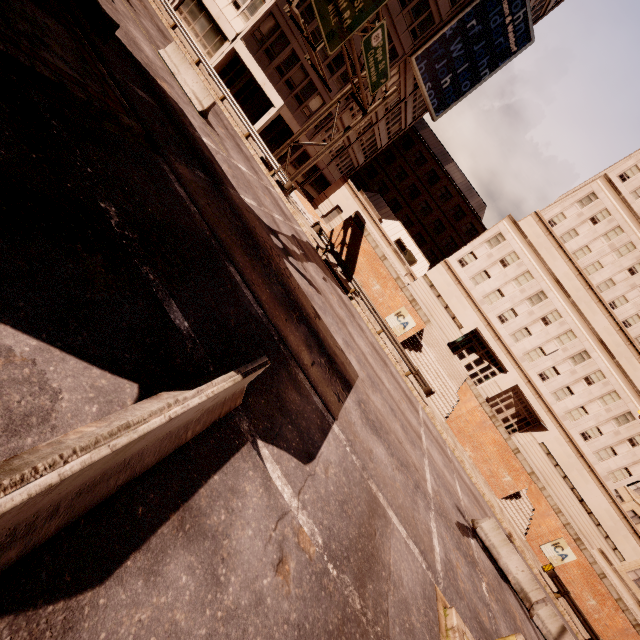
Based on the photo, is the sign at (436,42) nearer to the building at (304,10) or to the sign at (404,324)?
the building at (304,10)

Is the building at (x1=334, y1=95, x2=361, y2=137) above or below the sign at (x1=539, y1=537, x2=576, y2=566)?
above

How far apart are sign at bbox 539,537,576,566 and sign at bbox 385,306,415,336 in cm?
1857

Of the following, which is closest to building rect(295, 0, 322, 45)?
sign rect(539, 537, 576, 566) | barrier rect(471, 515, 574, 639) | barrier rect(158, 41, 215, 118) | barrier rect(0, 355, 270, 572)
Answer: barrier rect(158, 41, 215, 118)

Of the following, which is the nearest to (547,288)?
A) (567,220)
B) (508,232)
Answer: (508,232)

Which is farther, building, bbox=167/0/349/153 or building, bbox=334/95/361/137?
building, bbox=334/95/361/137

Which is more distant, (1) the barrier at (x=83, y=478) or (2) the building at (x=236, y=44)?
(2) the building at (x=236, y=44)

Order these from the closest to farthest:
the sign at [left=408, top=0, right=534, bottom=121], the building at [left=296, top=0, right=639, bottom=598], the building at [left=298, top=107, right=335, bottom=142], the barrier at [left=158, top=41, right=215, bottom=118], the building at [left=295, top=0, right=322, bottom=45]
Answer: the barrier at [left=158, top=41, right=215, bottom=118]
the building at [left=295, top=0, right=322, bottom=45]
the sign at [left=408, top=0, right=534, bottom=121]
the building at [left=296, top=0, right=639, bottom=598]
the building at [left=298, top=107, right=335, bottom=142]
